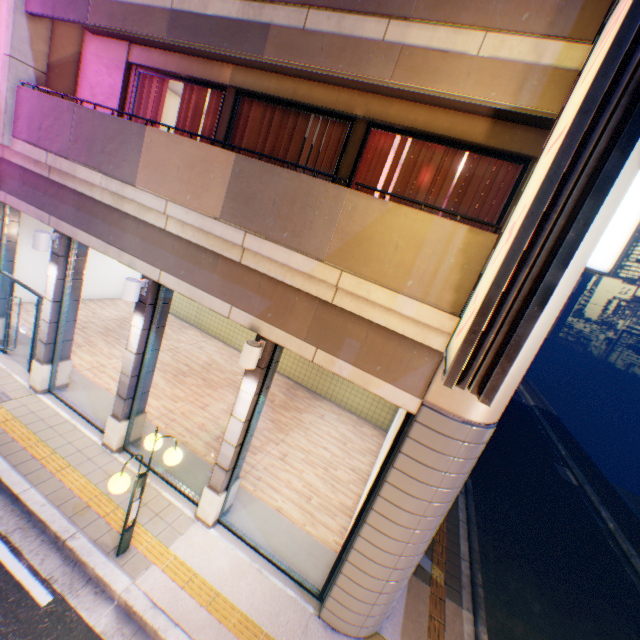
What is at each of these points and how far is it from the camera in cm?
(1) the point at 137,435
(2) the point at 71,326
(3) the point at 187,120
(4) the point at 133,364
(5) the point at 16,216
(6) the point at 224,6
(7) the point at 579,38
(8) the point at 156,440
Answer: (1) column, 781
(2) column, 827
(3) curtain, 741
(4) column, 684
(5) column, 867
(6) concrete block, 488
(7) balcony, 338
(8) street lamp, 509

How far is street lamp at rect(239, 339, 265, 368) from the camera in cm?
518

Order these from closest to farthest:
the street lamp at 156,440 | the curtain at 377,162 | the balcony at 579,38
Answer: the balcony at 579,38, the street lamp at 156,440, the curtain at 377,162

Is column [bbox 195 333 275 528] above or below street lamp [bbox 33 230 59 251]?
below

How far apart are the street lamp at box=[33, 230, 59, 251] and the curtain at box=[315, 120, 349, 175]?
5.70m

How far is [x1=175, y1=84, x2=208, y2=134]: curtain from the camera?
7.2 meters

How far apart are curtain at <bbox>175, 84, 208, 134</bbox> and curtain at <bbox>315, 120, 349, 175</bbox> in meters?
3.1 m

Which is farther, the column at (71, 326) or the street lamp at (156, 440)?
the column at (71, 326)
